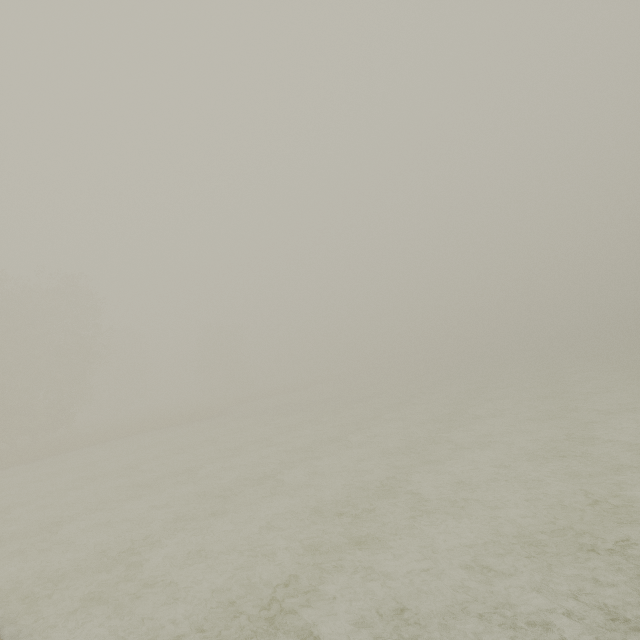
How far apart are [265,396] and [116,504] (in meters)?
39.23
